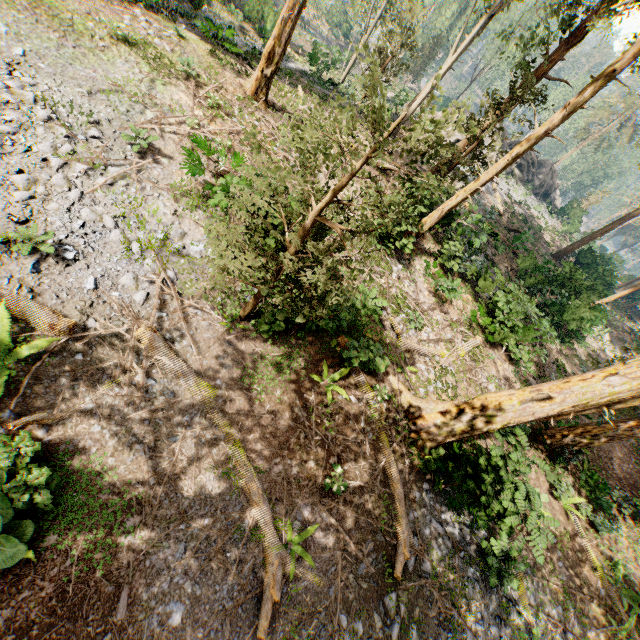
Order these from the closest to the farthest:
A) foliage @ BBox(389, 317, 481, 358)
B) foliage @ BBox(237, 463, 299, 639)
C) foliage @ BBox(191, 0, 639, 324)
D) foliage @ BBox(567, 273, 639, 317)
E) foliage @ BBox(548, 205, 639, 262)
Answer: foliage @ BBox(191, 0, 639, 324), foliage @ BBox(237, 463, 299, 639), foliage @ BBox(389, 317, 481, 358), foliage @ BBox(567, 273, 639, 317), foliage @ BBox(548, 205, 639, 262)

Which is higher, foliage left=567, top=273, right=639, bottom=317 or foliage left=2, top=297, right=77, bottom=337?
foliage left=567, top=273, right=639, bottom=317

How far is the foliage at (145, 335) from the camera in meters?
7.3 m

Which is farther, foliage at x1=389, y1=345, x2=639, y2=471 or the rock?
the rock

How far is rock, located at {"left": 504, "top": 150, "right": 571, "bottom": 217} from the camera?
40.6 meters

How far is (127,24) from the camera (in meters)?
12.38
